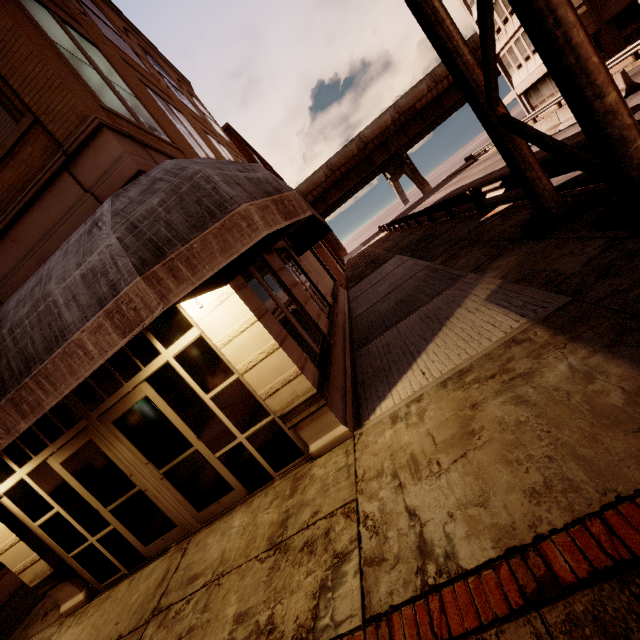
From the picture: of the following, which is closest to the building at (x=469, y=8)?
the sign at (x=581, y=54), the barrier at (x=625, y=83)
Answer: the barrier at (x=625, y=83)

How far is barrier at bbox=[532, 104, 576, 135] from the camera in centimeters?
1595cm

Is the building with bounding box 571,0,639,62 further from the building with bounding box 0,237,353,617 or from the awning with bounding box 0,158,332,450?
the awning with bounding box 0,158,332,450

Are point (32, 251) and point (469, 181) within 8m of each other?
no

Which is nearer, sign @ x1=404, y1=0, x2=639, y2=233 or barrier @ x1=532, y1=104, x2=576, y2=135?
sign @ x1=404, y1=0, x2=639, y2=233

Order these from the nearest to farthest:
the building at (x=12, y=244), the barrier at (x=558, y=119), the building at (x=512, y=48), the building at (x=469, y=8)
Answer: the building at (x=12, y=244) < the barrier at (x=558, y=119) < the building at (x=512, y=48) < the building at (x=469, y=8)

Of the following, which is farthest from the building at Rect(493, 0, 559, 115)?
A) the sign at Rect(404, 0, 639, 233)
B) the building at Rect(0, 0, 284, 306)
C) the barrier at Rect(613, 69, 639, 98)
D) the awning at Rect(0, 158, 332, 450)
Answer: the awning at Rect(0, 158, 332, 450)

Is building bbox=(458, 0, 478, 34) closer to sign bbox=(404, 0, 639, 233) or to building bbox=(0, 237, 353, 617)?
sign bbox=(404, 0, 639, 233)
